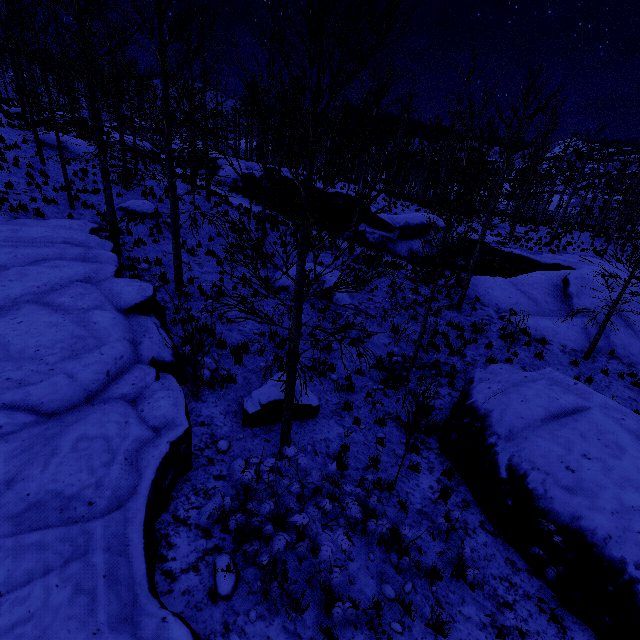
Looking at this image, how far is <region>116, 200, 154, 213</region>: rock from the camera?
16.94m

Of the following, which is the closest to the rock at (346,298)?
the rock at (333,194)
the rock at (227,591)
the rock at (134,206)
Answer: the rock at (333,194)

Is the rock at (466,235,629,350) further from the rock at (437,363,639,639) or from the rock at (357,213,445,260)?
the rock at (437,363,639,639)

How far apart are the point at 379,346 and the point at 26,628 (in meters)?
10.48

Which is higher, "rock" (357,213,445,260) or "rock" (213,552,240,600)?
"rock" (357,213,445,260)

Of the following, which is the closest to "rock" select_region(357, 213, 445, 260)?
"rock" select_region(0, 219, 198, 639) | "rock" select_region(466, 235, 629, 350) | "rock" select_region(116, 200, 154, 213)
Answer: "rock" select_region(466, 235, 629, 350)

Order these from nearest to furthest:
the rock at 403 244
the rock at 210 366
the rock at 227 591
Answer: the rock at 227 591, the rock at 210 366, the rock at 403 244

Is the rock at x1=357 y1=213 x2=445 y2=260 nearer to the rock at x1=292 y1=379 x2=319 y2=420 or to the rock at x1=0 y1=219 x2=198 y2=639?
the rock at x1=0 y1=219 x2=198 y2=639
